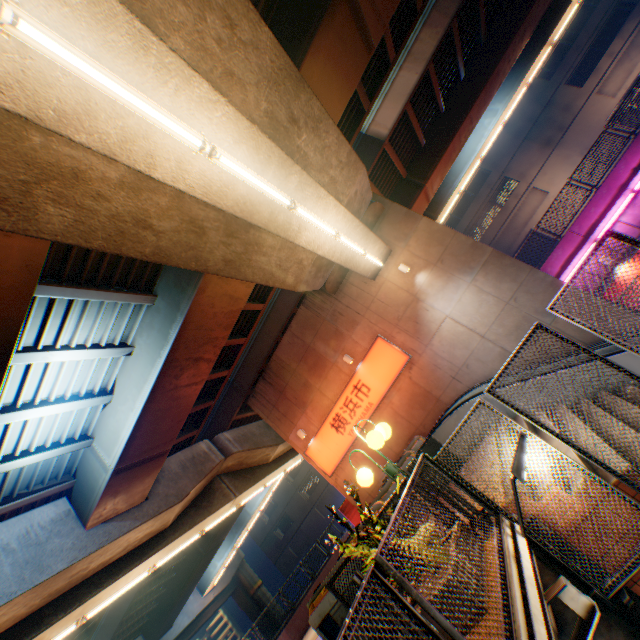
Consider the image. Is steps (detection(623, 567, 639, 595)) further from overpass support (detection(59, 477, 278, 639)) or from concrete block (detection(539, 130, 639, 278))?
concrete block (detection(539, 130, 639, 278))

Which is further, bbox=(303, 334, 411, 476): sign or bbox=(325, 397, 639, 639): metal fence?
bbox=(303, 334, 411, 476): sign

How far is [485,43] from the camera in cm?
1564

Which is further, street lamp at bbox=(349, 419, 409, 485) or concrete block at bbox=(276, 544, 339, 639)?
concrete block at bbox=(276, 544, 339, 639)

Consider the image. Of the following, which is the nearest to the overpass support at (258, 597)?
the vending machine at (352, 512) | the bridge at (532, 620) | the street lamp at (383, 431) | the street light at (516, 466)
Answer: the bridge at (532, 620)

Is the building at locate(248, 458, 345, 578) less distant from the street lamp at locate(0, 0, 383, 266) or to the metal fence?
the metal fence

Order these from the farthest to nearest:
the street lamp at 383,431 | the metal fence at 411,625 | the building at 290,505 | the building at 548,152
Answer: the building at 290,505 < the building at 548,152 < the street lamp at 383,431 < the metal fence at 411,625

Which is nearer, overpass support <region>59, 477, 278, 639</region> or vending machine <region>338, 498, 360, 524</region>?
vending machine <region>338, 498, 360, 524</region>
